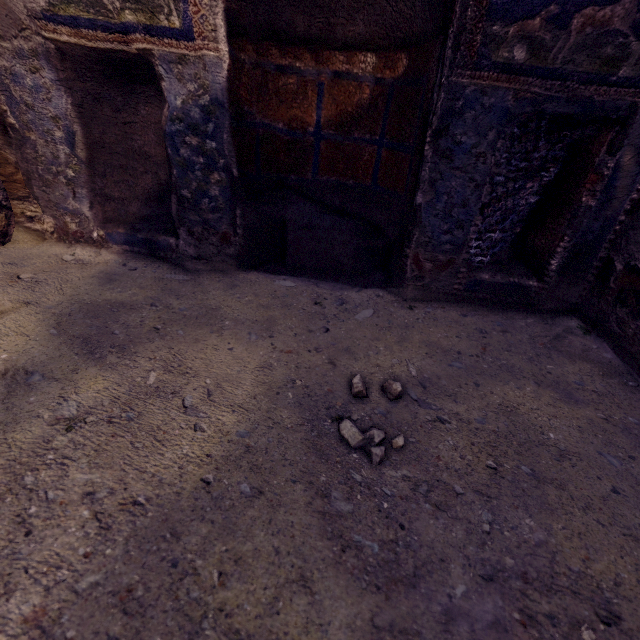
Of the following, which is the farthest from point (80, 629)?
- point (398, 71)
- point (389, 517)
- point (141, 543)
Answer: point (398, 71)
